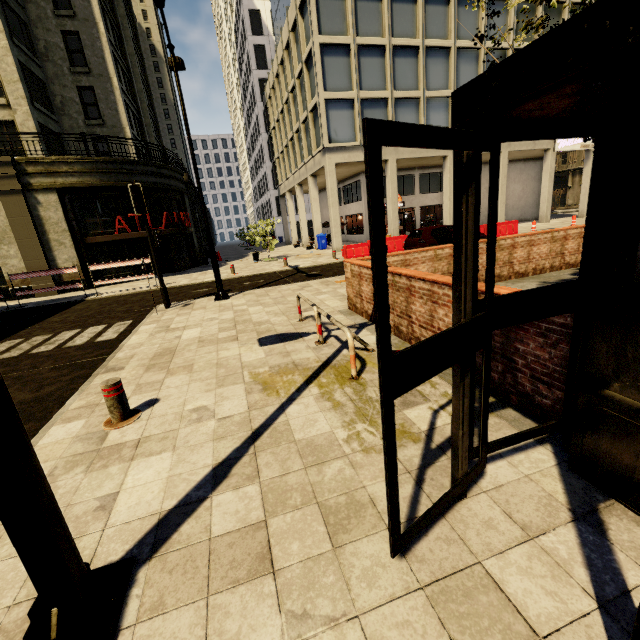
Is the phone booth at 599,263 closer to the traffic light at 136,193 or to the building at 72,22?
the traffic light at 136,193

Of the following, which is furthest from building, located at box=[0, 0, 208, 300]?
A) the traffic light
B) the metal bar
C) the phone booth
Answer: the phone booth

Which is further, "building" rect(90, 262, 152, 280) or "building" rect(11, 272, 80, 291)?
"building" rect(90, 262, 152, 280)

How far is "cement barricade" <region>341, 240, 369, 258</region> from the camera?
18.8 meters

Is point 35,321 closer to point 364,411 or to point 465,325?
point 364,411

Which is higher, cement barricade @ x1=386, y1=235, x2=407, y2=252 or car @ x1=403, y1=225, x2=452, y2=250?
car @ x1=403, y1=225, x2=452, y2=250

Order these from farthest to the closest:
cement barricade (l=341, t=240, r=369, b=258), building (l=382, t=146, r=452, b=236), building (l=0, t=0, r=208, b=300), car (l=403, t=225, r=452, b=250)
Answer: building (l=382, t=146, r=452, b=236), cement barricade (l=341, t=240, r=369, b=258), building (l=0, t=0, r=208, b=300), car (l=403, t=225, r=452, b=250)

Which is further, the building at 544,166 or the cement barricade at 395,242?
the building at 544,166
